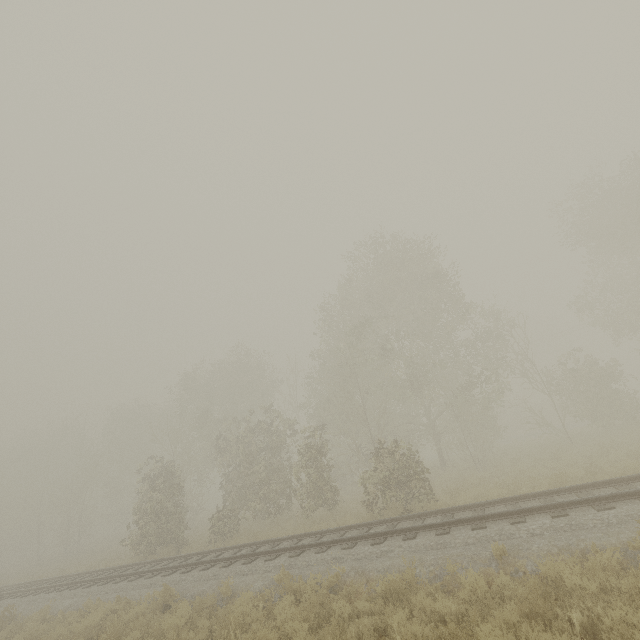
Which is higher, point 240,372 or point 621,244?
point 240,372
